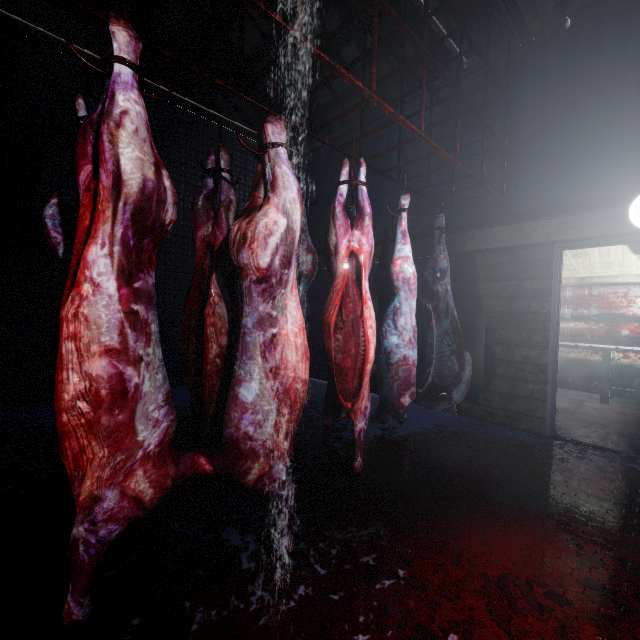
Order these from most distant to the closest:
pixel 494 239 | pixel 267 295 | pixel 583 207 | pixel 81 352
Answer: pixel 494 239
pixel 583 207
pixel 267 295
pixel 81 352

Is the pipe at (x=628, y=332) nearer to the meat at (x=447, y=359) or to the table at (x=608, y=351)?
the table at (x=608, y=351)

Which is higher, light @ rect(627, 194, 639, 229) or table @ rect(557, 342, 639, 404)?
light @ rect(627, 194, 639, 229)

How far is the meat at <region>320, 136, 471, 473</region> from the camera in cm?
194

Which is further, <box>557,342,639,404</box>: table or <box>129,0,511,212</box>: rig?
<box>557,342,639,404</box>: table

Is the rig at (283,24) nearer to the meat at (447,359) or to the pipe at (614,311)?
the meat at (447,359)

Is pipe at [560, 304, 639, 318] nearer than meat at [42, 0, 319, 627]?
No

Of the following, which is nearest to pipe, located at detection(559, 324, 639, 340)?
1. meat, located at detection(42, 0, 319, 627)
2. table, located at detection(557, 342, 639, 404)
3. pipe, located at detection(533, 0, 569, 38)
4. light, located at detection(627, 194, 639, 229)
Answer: table, located at detection(557, 342, 639, 404)
